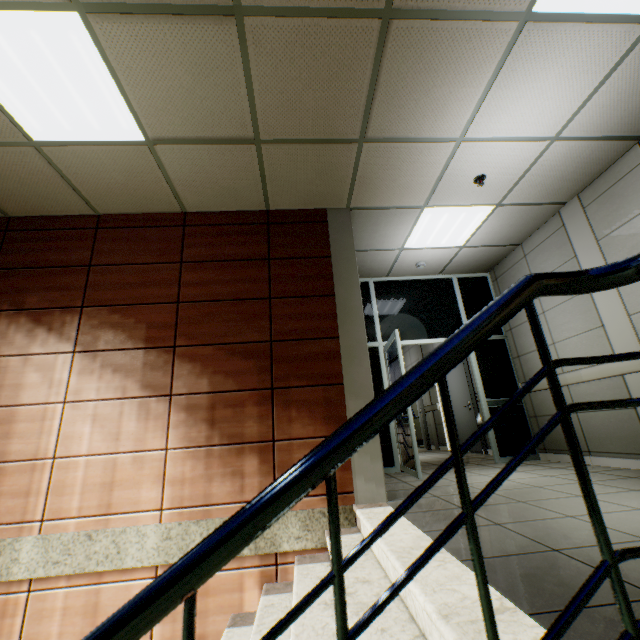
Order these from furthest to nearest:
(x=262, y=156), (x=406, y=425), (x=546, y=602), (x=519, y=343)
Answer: (x=519, y=343), (x=406, y=425), (x=262, y=156), (x=546, y=602)

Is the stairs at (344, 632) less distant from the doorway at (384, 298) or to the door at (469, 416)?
the doorway at (384, 298)

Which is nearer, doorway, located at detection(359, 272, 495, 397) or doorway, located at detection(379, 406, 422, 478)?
doorway, located at detection(379, 406, 422, 478)

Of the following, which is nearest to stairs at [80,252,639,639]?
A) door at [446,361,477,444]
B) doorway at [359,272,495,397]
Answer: doorway at [359,272,495,397]

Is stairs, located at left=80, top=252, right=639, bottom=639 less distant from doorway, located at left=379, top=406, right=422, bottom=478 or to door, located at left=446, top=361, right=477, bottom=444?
doorway, located at left=379, top=406, right=422, bottom=478

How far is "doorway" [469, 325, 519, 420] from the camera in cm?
532

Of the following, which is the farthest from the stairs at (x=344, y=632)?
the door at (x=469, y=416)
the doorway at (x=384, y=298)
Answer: the door at (x=469, y=416)
